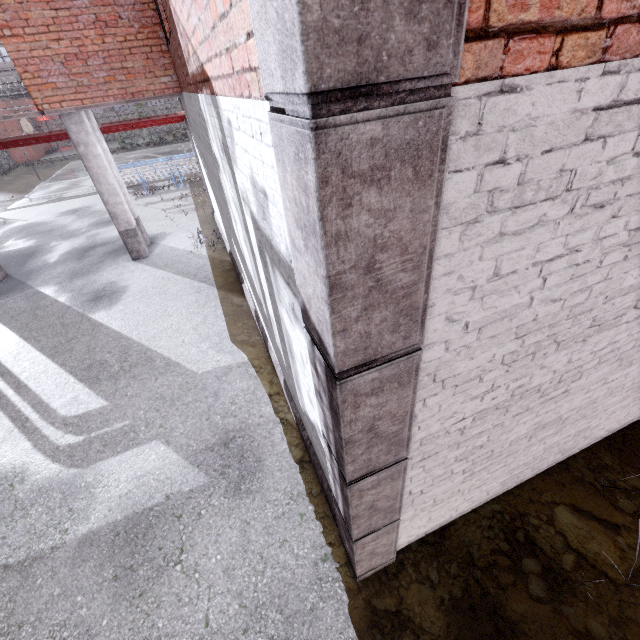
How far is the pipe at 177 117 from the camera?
9.5m

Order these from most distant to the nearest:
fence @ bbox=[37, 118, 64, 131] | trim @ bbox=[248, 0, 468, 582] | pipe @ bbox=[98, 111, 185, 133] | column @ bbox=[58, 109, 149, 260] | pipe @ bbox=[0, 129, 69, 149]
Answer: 1. fence @ bbox=[37, 118, 64, 131]
2. pipe @ bbox=[98, 111, 185, 133]
3. pipe @ bbox=[0, 129, 69, 149]
4. column @ bbox=[58, 109, 149, 260]
5. trim @ bbox=[248, 0, 468, 582]

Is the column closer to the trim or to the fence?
the fence

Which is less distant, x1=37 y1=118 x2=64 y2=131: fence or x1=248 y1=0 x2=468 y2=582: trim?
x1=248 y1=0 x2=468 y2=582: trim

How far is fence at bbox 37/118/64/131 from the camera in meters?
28.6 m

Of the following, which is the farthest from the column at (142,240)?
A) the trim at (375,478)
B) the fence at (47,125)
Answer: the trim at (375,478)

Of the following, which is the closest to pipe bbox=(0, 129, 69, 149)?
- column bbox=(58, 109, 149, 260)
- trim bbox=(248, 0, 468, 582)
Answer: column bbox=(58, 109, 149, 260)

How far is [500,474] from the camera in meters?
3.4
